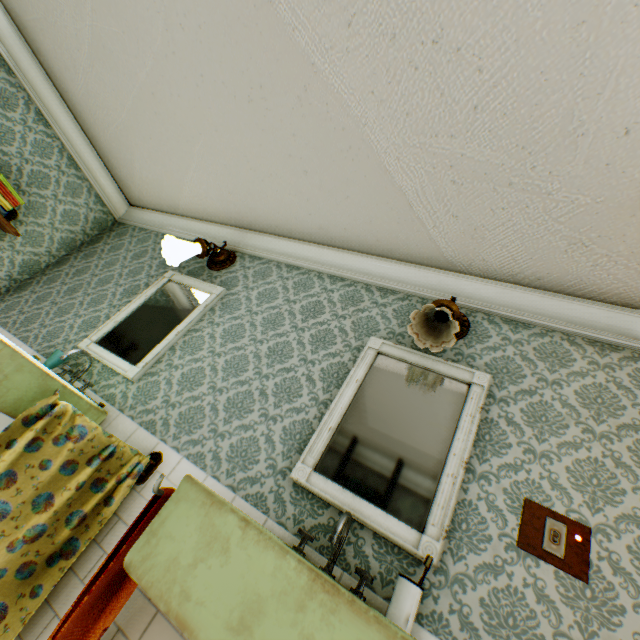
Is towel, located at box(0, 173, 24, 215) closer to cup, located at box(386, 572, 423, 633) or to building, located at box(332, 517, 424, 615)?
building, located at box(332, 517, 424, 615)

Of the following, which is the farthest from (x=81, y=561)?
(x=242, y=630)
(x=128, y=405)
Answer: (x=242, y=630)

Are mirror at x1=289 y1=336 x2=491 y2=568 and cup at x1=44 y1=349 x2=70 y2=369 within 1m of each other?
no

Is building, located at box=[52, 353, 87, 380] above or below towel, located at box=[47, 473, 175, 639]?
above

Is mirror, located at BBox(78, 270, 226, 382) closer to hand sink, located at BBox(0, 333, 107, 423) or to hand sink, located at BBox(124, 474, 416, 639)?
hand sink, located at BBox(0, 333, 107, 423)

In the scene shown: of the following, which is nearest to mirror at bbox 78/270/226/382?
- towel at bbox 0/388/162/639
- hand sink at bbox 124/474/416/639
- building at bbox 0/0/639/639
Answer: building at bbox 0/0/639/639

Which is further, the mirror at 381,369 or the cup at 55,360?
the cup at 55,360

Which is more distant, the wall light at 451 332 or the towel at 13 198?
the towel at 13 198
